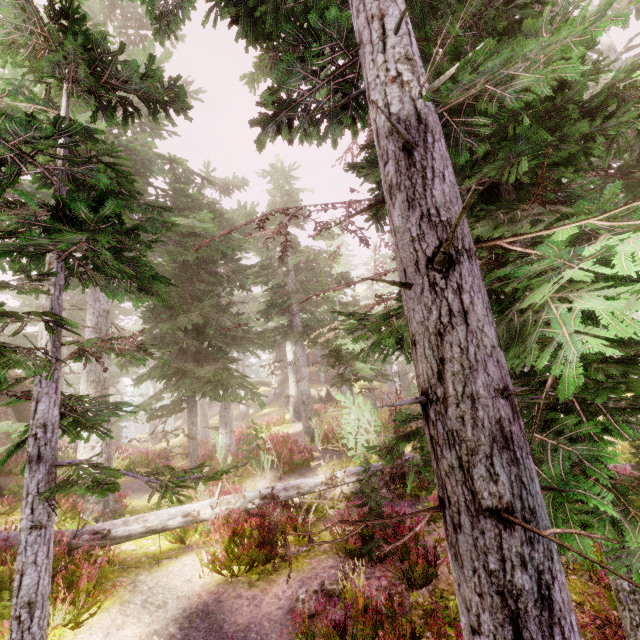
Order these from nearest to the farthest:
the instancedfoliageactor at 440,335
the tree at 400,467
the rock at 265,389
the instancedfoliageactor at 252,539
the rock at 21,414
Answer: the instancedfoliageactor at 440,335, the instancedfoliageactor at 252,539, the tree at 400,467, the rock at 21,414, the rock at 265,389

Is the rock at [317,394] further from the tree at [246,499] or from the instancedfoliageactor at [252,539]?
the tree at [246,499]

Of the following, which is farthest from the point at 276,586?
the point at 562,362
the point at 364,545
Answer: the point at 562,362

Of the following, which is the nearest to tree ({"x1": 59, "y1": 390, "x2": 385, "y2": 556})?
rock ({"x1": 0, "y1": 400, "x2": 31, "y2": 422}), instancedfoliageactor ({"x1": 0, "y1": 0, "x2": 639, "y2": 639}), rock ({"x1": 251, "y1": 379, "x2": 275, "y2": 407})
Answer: instancedfoliageactor ({"x1": 0, "y1": 0, "x2": 639, "y2": 639})

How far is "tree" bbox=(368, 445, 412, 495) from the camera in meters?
8.3 m
